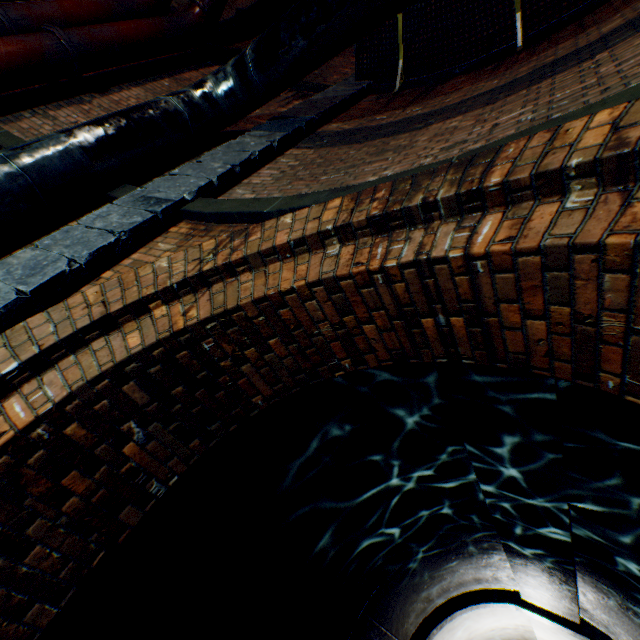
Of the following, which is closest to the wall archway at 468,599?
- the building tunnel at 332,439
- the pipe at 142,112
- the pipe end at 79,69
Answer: the building tunnel at 332,439

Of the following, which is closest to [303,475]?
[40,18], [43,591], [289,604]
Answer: [289,604]

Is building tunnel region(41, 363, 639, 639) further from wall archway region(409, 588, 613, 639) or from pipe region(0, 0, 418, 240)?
pipe region(0, 0, 418, 240)

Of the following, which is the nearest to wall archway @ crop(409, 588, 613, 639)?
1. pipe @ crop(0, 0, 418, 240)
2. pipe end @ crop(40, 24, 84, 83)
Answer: pipe @ crop(0, 0, 418, 240)

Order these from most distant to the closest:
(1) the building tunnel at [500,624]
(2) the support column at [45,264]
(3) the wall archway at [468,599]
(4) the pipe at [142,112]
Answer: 1. (1) the building tunnel at [500,624]
2. (3) the wall archway at [468,599]
3. (4) the pipe at [142,112]
4. (2) the support column at [45,264]

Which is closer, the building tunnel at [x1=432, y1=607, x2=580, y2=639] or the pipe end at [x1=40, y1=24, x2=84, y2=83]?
the pipe end at [x1=40, y1=24, x2=84, y2=83]

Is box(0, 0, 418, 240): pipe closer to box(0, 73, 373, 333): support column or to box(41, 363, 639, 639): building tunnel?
box(0, 73, 373, 333): support column

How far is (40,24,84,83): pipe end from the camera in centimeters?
434cm
